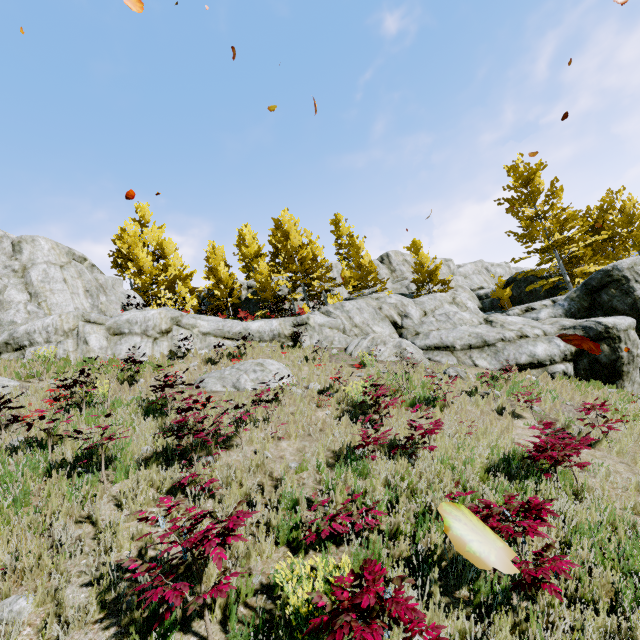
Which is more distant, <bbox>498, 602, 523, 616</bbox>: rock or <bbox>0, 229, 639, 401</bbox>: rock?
<bbox>0, 229, 639, 401</bbox>: rock

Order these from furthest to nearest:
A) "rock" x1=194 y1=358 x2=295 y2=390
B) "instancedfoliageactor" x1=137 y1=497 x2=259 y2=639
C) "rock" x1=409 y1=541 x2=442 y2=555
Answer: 1. "rock" x1=194 y1=358 x2=295 y2=390
2. "rock" x1=409 y1=541 x2=442 y2=555
3. "instancedfoliageactor" x1=137 y1=497 x2=259 y2=639

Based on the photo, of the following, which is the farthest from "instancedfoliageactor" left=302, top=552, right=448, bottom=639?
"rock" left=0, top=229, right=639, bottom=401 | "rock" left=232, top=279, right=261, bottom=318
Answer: "rock" left=232, top=279, right=261, bottom=318

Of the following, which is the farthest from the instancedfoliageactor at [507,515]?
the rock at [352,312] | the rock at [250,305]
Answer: the rock at [250,305]

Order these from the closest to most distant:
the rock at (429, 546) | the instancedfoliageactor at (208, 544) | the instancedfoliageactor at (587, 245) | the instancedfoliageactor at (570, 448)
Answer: the instancedfoliageactor at (208, 544) < the rock at (429, 546) < the instancedfoliageactor at (570, 448) < the instancedfoliageactor at (587, 245)

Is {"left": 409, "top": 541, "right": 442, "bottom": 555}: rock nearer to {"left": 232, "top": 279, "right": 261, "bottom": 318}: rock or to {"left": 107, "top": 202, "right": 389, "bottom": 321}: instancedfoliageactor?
{"left": 107, "top": 202, "right": 389, "bottom": 321}: instancedfoliageactor

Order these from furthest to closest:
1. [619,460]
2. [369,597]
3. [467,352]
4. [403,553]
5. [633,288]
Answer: [467,352], [633,288], [619,460], [403,553], [369,597]
